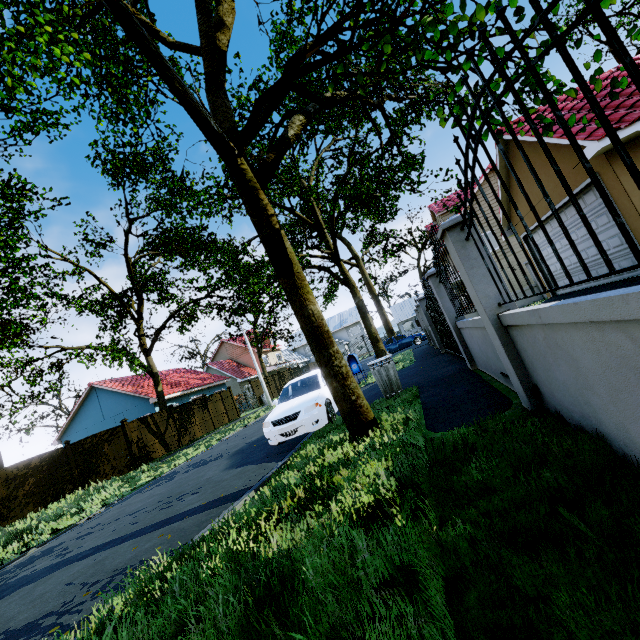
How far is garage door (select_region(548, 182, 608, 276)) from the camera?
8.72m

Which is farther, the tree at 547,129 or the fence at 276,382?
the fence at 276,382

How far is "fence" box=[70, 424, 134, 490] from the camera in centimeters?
1541cm

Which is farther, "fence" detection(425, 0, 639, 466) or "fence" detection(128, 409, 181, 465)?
"fence" detection(128, 409, 181, 465)

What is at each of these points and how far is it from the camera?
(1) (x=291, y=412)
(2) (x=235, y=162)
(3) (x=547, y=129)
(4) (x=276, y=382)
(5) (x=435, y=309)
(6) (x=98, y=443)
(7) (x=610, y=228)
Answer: (1) car, 7.67m
(2) tree, 4.59m
(3) tree, 3.87m
(4) fence, 34.66m
(5) gate, 10.39m
(6) fence, 15.91m
(7) garage door, 7.82m

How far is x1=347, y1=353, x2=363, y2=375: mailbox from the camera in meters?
14.2

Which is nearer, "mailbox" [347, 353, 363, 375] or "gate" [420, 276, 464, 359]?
"gate" [420, 276, 464, 359]
